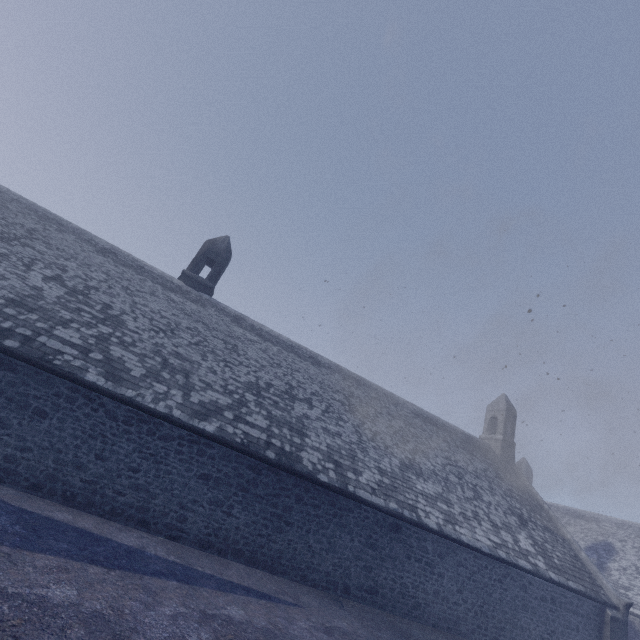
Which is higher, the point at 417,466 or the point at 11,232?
the point at 11,232
